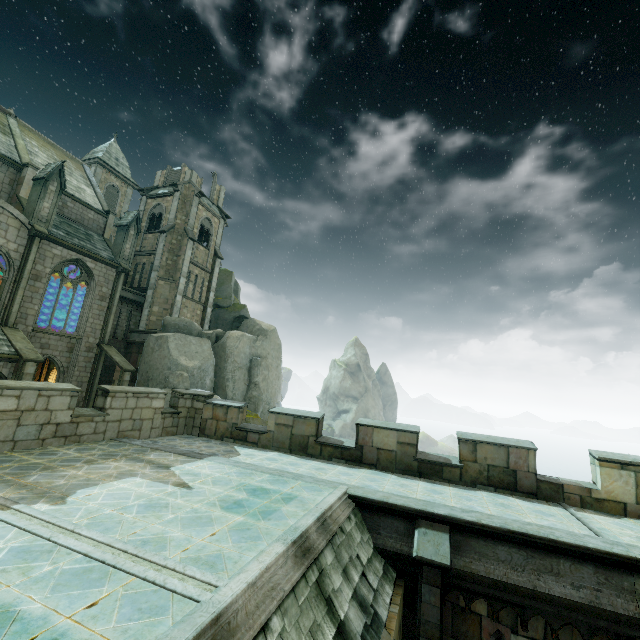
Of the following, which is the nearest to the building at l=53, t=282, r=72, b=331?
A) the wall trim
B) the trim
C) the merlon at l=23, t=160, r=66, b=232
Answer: the merlon at l=23, t=160, r=66, b=232

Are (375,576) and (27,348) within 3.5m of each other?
no

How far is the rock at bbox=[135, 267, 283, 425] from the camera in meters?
24.3 m

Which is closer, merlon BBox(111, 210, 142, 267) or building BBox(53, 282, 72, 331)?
merlon BBox(111, 210, 142, 267)

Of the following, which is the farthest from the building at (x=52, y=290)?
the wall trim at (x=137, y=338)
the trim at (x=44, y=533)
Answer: the trim at (x=44, y=533)

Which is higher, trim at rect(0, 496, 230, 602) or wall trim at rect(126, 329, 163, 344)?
wall trim at rect(126, 329, 163, 344)

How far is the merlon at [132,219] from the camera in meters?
25.7 m

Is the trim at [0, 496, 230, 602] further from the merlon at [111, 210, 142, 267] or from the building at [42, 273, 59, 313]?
the merlon at [111, 210, 142, 267]
